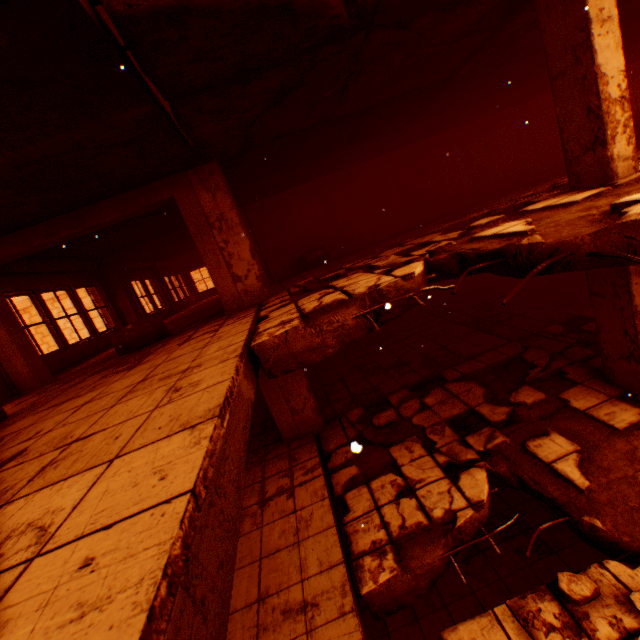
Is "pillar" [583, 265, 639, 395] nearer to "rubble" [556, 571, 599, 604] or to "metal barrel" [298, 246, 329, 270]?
"rubble" [556, 571, 599, 604]

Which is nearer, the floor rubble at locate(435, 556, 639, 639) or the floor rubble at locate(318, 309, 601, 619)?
the floor rubble at locate(435, 556, 639, 639)

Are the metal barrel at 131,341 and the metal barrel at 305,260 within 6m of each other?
yes

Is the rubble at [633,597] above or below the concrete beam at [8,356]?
below

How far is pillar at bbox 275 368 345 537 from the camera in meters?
6.7 m

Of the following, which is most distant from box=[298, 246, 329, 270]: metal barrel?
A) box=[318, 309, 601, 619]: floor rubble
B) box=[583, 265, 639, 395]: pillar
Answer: box=[583, 265, 639, 395]: pillar

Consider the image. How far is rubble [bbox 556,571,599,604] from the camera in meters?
2.8 m

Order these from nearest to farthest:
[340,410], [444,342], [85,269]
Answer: [340,410]
[444,342]
[85,269]
